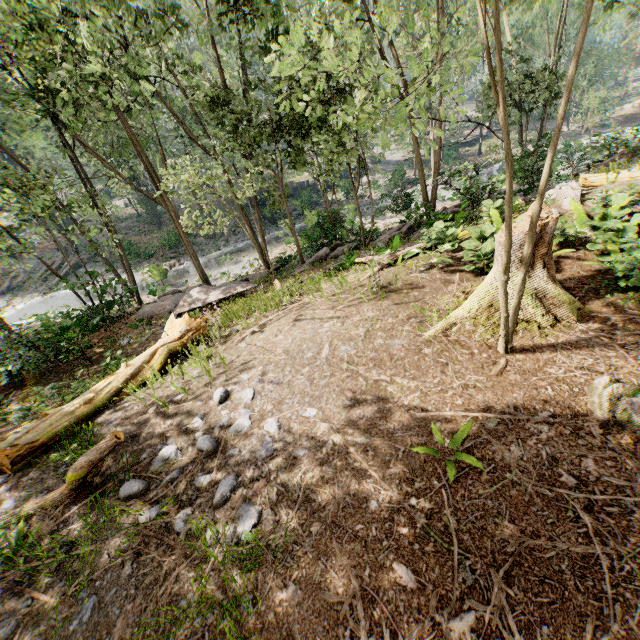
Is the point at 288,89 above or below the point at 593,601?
above

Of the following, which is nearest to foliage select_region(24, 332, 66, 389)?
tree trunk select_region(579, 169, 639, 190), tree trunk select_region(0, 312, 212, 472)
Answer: tree trunk select_region(579, 169, 639, 190)

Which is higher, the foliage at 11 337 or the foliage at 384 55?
the foliage at 384 55

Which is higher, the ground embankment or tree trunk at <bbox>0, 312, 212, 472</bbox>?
tree trunk at <bbox>0, 312, 212, 472</bbox>

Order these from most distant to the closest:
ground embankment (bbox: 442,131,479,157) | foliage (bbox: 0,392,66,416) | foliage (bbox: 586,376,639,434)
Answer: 1. ground embankment (bbox: 442,131,479,157)
2. foliage (bbox: 0,392,66,416)
3. foliage (bbox: 586,376,639,434)

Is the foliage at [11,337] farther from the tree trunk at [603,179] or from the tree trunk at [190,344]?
the tree trunk at [190,344]

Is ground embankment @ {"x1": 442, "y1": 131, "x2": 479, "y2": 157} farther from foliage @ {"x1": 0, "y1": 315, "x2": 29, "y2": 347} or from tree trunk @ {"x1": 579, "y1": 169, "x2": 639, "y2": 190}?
tree trunk @ {"x1": 579, "y1": 169, "x2": 639, "y2": 190}

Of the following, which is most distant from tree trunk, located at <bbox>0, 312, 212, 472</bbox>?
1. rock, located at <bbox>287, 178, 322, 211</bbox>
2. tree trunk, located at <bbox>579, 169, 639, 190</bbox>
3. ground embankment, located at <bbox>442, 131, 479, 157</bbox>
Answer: ground embankment, located at <bbox>442, 131, 479, 157</bbox>
